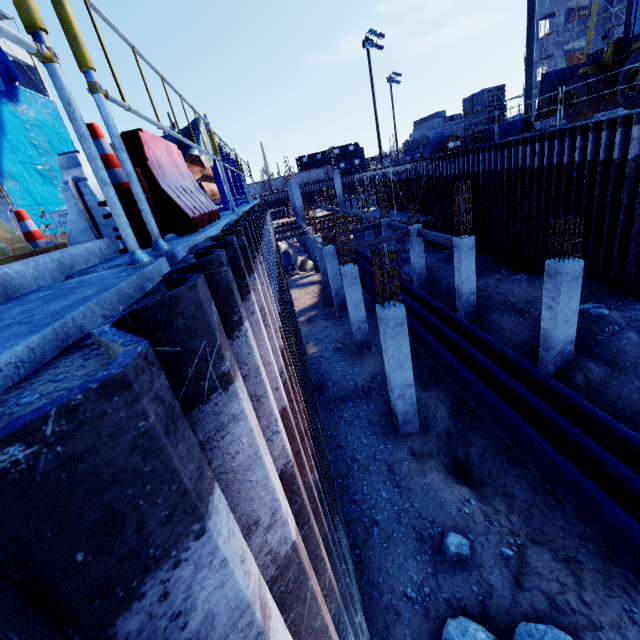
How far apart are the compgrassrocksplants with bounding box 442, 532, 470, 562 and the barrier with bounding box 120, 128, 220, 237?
7.6 meters

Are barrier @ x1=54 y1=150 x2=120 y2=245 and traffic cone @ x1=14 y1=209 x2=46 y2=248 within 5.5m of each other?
yes

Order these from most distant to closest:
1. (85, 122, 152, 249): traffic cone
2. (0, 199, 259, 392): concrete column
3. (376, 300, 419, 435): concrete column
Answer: (376, 300, 419, 435): concrete column
(85, 122, 152, 249): traffic cone
(0, 199, 259, 392): concrete column

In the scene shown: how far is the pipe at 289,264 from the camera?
27.3m

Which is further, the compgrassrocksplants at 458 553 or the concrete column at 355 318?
the concrete column at 355 318

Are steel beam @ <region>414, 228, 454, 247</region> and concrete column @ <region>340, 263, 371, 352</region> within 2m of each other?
no

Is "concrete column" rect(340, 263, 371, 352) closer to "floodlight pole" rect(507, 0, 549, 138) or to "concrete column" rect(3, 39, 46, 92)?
"floodlight pole" rect(507, 0, 549, 138)

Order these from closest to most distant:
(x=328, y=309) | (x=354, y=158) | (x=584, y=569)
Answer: (x=584, y=569) < (x=328, y=309) < (x=354, y=158)
